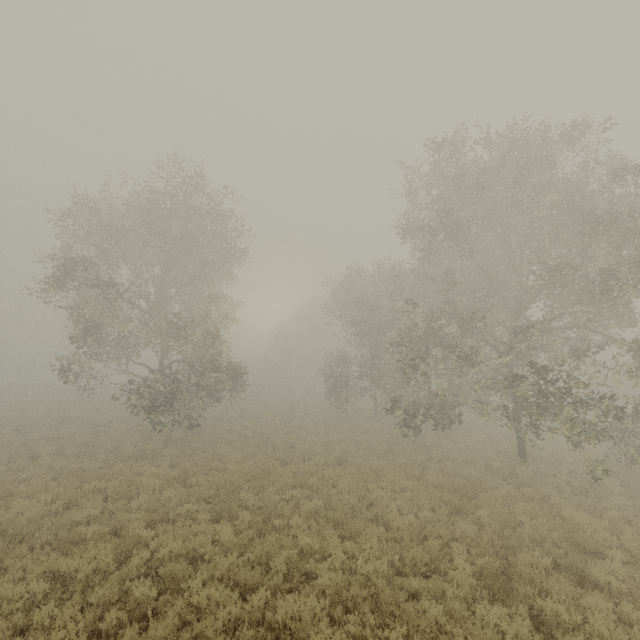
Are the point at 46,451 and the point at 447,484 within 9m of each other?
no
